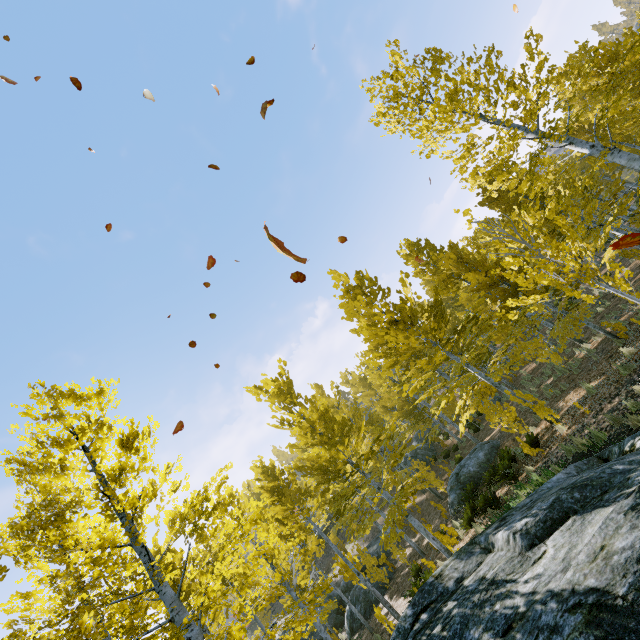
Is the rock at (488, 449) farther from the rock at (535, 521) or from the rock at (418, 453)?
the rock at (418, 453)

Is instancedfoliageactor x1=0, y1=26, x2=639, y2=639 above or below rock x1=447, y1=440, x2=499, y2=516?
above

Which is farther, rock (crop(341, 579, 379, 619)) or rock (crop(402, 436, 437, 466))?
rock (crop(402, 436, 437, 466))

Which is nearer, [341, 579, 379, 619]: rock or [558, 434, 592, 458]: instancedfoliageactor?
[558, 434, 592, 458]: instancedfoliageactor

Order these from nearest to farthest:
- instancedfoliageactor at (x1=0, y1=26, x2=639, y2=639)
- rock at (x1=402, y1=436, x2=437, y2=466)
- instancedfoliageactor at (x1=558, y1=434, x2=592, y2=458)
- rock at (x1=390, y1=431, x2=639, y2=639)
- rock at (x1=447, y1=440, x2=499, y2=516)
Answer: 1. rock at (x1=390, y1=431, x2=639, y2=639)
2. instancedfoliageactor at (x1=0, y1=26, x2=639, y2=639)
3. instancedfoliageactor at (x1=558, y1=434, x2=592, y2=458)
4. rock at (x1=447, y1=440, x2=499, y2=516)
5. rock at (x1=402, y1=436, x2=437, y2=466)

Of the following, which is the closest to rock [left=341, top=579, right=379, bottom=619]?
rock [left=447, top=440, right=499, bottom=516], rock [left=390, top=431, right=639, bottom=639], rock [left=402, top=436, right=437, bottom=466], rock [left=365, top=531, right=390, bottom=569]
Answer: rock [left=365, top=531, right=390, bottom=569]

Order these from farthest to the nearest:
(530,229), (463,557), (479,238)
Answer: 1. (479,238)
2. (530,229)
3. (463,557)

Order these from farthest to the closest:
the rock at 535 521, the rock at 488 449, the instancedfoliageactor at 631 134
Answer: the rock at 488 449, the instancedfoliageactor at 631 134, the rock at 535 521
